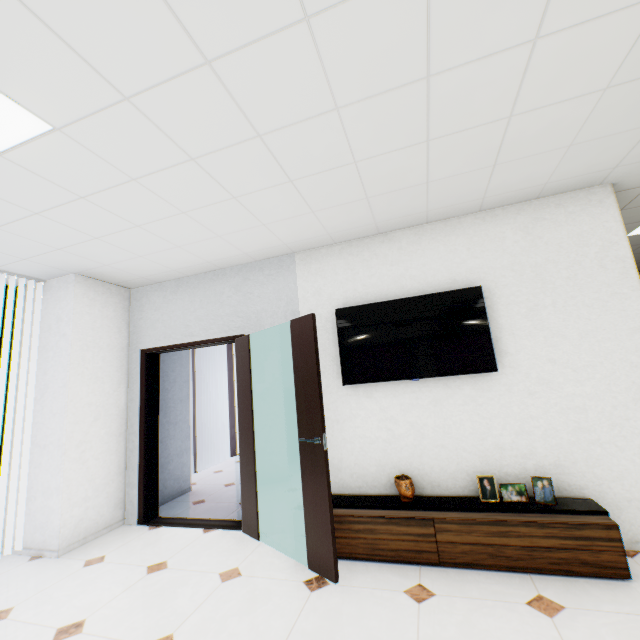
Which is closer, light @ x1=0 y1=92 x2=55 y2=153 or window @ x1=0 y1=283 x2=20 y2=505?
light @ x1=0 y1=92 x2=55 y2=153

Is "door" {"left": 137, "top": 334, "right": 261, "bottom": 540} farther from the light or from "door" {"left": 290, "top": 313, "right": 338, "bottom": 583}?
the light

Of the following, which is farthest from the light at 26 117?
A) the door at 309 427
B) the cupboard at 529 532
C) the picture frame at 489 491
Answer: the picture frame at 489 491

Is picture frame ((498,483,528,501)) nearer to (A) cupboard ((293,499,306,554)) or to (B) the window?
(A) cupboard ((293,499,306,554))

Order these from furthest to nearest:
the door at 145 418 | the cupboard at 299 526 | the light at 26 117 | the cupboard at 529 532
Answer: the door at 145 418 < the cupboard at 299 526 < the cupboard at 529 532 < the light at 26 117

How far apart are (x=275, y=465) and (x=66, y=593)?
1.9 meters

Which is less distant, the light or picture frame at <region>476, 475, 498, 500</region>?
the light

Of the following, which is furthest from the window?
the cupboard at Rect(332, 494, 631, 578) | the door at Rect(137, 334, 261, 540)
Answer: the cupboard at Rect(332, 494, 631, 578)
